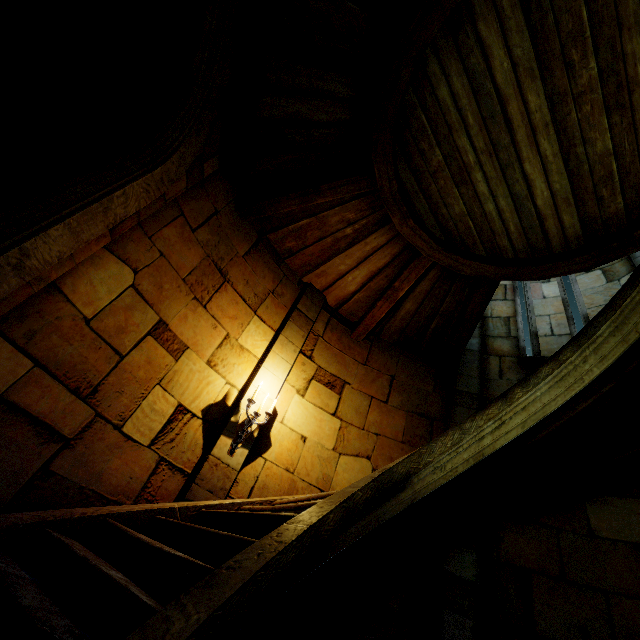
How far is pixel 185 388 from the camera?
4.3 meters

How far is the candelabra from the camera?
4.37m

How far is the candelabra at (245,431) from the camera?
4.4m
